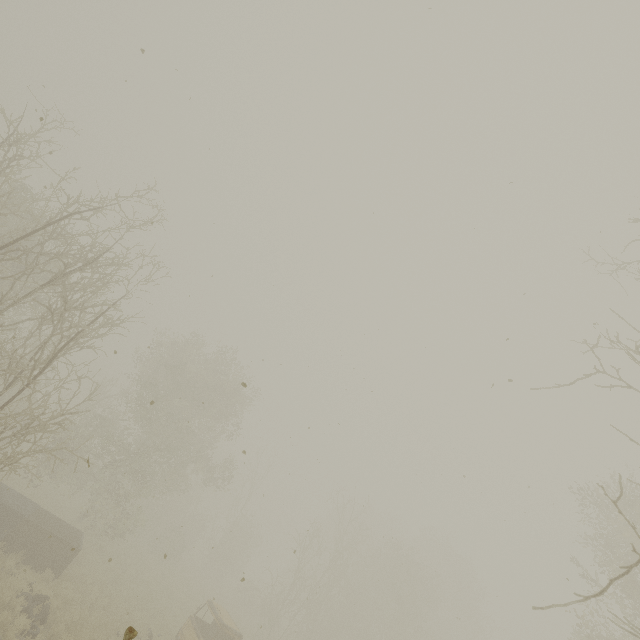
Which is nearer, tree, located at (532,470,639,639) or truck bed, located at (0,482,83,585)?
tree, located at (532,470,639,639)

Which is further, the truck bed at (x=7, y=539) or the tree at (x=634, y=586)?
the truck bed at (x=7, y=539)

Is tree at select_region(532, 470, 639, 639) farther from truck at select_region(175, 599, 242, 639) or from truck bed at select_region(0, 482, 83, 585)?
truck bed at select_region(0, 482, 83, 585)

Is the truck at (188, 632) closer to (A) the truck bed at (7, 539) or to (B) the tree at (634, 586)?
(A) the truck bed at (7, 539)

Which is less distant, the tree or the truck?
the tree

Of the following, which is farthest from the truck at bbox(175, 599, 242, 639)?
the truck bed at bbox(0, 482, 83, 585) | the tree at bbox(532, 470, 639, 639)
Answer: the tree at bbox(532, 470, 639, 639)

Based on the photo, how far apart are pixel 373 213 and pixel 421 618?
33.36m
